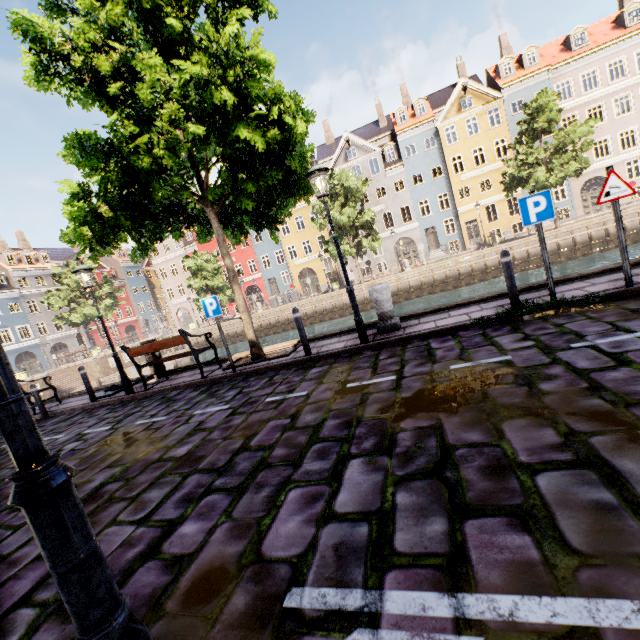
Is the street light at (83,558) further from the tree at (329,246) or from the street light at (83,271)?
the street light at (83,271)

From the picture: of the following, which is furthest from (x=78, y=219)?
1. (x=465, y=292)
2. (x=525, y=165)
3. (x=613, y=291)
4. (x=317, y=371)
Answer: (x=525, y=165)

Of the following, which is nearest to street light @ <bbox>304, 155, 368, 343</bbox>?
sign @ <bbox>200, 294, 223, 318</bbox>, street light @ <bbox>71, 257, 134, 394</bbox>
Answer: sign @ <bbox>200, 294, 223, 318</bbox>

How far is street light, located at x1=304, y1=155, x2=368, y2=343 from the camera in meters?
6.4

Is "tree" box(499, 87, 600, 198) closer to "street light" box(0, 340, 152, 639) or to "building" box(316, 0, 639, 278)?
"street light" box(0, 340, 152, 639)

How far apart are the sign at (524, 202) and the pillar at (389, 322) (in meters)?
2.73

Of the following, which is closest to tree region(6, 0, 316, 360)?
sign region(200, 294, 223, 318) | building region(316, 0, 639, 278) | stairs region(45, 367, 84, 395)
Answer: sign region(200, 294, 223, 318)

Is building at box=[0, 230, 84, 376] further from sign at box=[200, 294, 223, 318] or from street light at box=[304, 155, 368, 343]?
sign at box=[200, 294, 223, 318]
